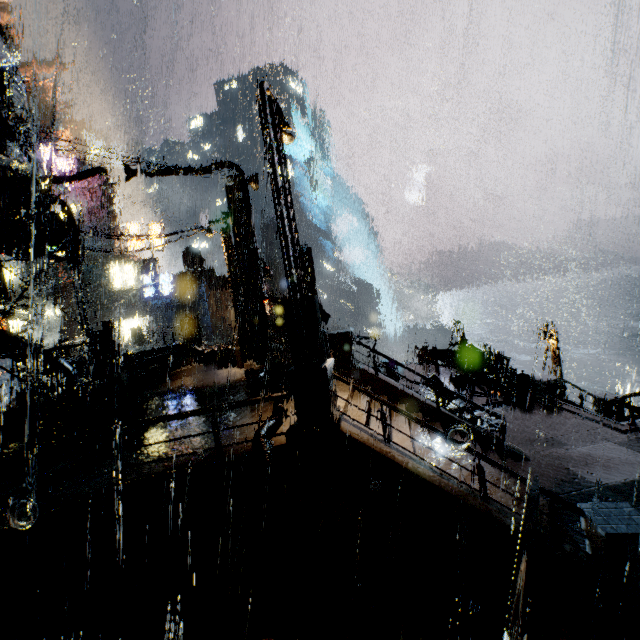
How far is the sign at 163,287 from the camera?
39.2m

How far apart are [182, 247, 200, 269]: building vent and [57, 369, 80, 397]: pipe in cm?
4833

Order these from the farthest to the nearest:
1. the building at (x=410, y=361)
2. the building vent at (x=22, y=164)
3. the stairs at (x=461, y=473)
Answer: the building at (x=410, y=361) < the building vent at (x=22, y=164) < the stairs at (x=461, y=473)

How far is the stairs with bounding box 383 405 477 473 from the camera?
8.8m

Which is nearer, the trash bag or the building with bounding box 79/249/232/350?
the trash bag

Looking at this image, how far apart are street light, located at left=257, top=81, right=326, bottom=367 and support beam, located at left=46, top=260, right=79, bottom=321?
29.1 meters

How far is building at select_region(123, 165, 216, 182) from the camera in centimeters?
1384cm

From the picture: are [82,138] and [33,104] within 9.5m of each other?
yes
